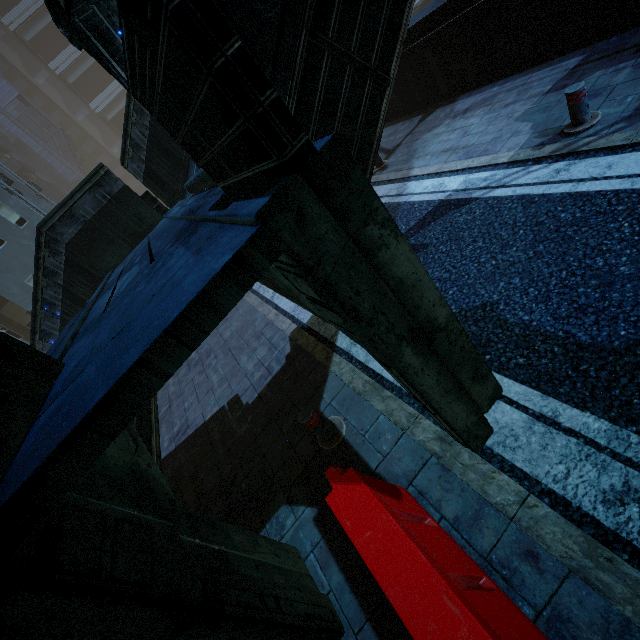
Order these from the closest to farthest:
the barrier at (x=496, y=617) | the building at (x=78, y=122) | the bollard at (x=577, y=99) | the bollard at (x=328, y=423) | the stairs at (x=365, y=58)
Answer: the stairs at (x=365, y=58)
the barrier at (x=496, y=617)
the bollard at (x=328, y=423)
the bollard at (x=577, y=99)
the building at (x=78, y=122)

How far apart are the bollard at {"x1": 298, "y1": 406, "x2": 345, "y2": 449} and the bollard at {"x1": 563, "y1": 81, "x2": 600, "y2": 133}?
5.6 meters

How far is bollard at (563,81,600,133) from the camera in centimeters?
461cm

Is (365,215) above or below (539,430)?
above

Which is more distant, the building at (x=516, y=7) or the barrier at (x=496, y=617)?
the building at (x=516, y=7)

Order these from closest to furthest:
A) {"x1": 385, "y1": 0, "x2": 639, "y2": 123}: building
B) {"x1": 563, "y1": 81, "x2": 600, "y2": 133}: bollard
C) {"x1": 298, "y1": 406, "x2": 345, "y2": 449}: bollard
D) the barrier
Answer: the barrier
{"x1": 298, "y1": 406, "x2": 345, "y2": 449}: bollard
{"x1": 563, "y1": 81, "x2": 600, "y2": 133}: bollard
{"x1": 385, "y1": 0, "x2": 639, "y2": 123}: building

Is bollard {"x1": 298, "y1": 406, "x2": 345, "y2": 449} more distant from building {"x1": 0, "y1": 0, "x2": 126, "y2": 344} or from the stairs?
building {"x1": 0, "y1": 0, "x2": 126, "y2": 344}

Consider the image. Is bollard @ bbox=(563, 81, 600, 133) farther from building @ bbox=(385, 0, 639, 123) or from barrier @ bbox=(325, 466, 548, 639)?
barrier @ bbox=(325, 466, 548, 639)
